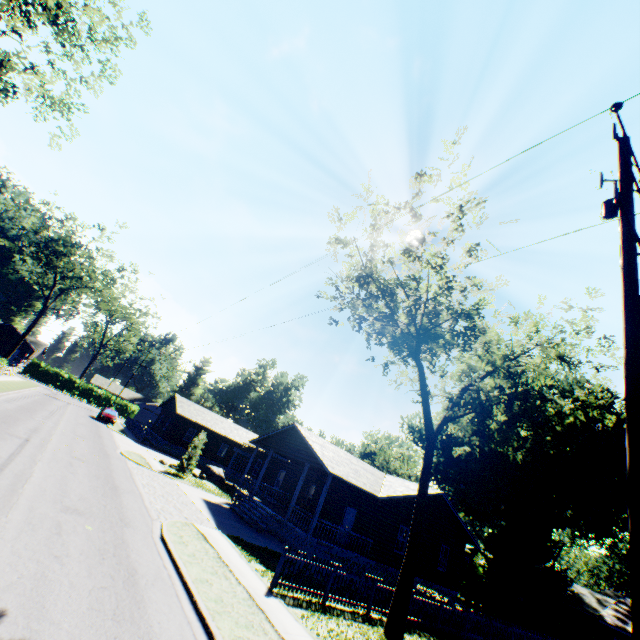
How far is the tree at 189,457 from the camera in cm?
2590

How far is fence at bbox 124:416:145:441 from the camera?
36.9m

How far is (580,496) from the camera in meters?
35.6

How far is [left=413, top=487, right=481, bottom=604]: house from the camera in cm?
2223

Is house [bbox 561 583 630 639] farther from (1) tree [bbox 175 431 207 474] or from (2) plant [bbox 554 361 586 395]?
(1) tree [bbox 175 431 207 474]

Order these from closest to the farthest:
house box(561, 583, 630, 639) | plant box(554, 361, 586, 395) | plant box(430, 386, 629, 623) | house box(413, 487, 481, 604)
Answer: house box(413, 487, 481, 604), house box(561, 583, 630, 639), plant box(430, 386, 629, 623), plant box(554, 361, 586, 395)

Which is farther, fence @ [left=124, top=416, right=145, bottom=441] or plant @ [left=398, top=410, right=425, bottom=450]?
plant @ [left=398, top=410, right=425, bottom=450]

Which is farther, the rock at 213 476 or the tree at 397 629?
the rock at 213 476
